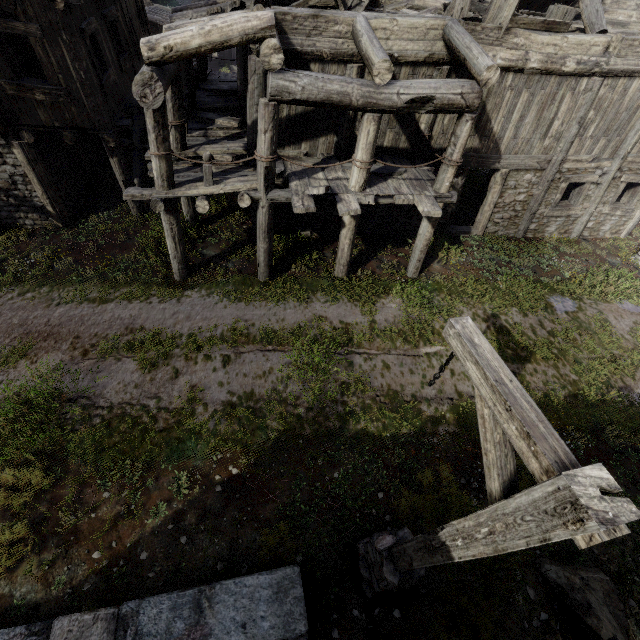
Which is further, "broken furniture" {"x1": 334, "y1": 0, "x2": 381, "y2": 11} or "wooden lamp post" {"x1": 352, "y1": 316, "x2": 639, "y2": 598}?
"broken furniture" {"x1": 334, "y1": 0, "x2": 381, "y2": 11}

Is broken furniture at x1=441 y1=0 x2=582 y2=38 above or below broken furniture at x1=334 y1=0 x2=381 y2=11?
above

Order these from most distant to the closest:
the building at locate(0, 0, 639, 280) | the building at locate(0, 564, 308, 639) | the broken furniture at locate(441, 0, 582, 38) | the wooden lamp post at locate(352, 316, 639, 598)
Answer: the broken furniture at locate(441, 0, 582, 38), the building at locate(0, 0, 639, 280), the building at locate(0, 564, 308, 639), the wooden lamp post at locate(352, 316, 639, 598)

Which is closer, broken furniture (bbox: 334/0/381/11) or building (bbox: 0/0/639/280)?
building (bbox: 0/0/639/280)

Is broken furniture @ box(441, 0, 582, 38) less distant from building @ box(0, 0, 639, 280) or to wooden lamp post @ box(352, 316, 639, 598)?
building @ box(0, 0, 639, 280)

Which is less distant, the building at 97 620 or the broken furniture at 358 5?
the building at 97 620

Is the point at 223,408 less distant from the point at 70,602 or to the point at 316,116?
the point at 70,602

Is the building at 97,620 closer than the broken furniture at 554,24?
Yes
